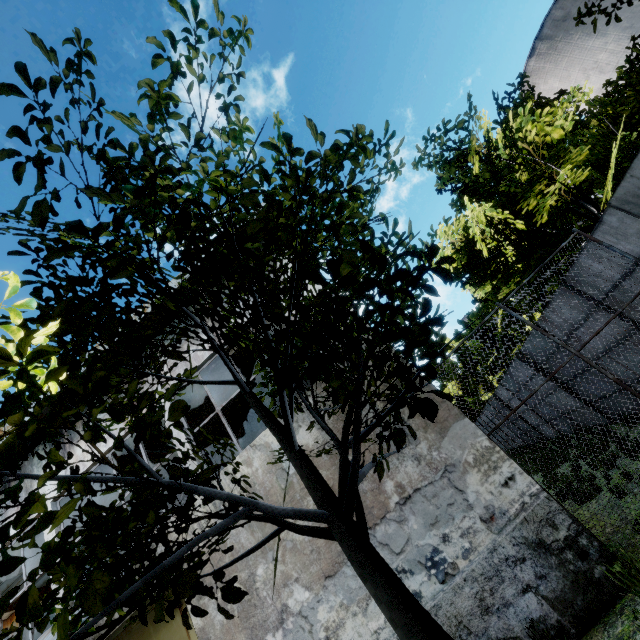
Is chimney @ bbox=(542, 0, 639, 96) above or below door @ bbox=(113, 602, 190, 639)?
above

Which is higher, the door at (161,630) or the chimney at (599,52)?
the chimney at (599,52)

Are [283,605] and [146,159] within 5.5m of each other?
no

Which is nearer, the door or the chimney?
the door

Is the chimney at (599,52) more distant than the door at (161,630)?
Yes
